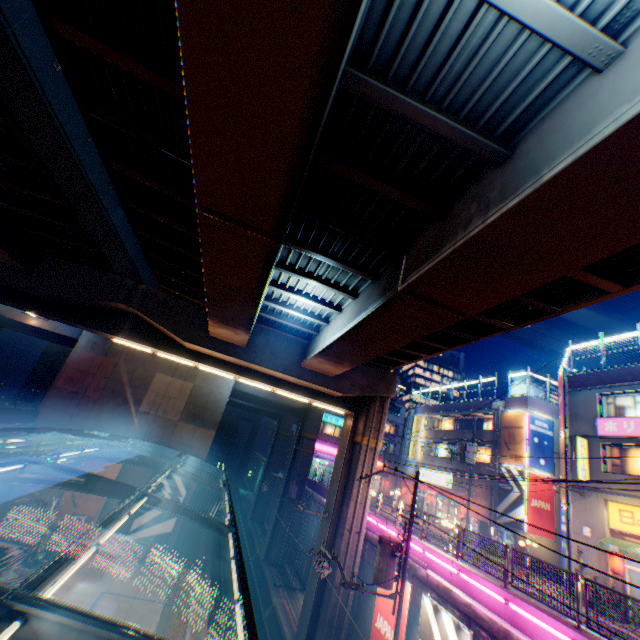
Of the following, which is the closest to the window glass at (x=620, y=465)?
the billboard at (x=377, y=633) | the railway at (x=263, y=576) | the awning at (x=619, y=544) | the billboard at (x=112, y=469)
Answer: the awning at (x=619, y=544)

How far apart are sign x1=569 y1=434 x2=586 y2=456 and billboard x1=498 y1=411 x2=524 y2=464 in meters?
6.7

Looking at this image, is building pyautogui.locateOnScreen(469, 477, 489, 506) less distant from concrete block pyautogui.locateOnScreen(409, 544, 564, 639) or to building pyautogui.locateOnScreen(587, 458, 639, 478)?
concrete block pyautogui.locateOnScreen(409, 544, 564, 639)

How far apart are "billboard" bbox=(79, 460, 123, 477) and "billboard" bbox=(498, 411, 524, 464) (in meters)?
29.91

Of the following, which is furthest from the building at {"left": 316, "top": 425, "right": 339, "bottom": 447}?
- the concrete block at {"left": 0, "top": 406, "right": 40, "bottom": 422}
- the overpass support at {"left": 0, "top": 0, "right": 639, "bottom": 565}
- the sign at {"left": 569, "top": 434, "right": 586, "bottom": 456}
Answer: the concrete block at {"left": 0, "top": 406, "right": 40, "bottom": 422}

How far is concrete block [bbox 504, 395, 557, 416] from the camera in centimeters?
2786cm

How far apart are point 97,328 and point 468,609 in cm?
2079

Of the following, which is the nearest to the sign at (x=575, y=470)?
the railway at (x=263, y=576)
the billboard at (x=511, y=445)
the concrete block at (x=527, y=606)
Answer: the billboard at (x=511, y=445)
